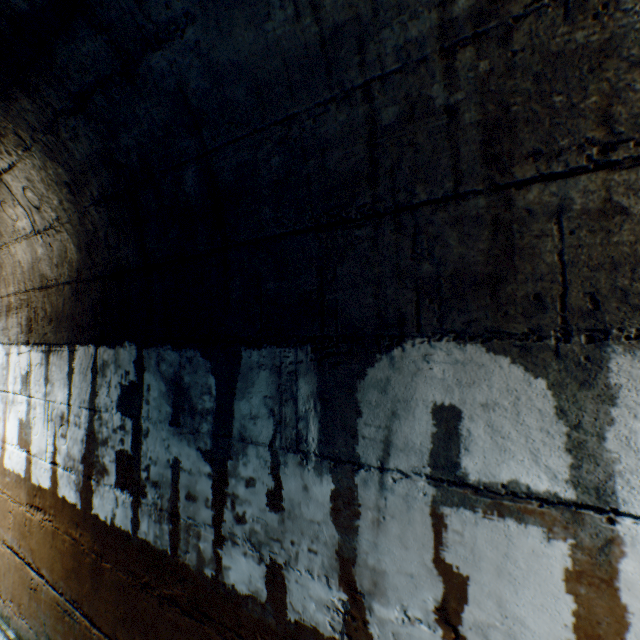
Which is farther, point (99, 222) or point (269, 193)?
point (99, 222)
